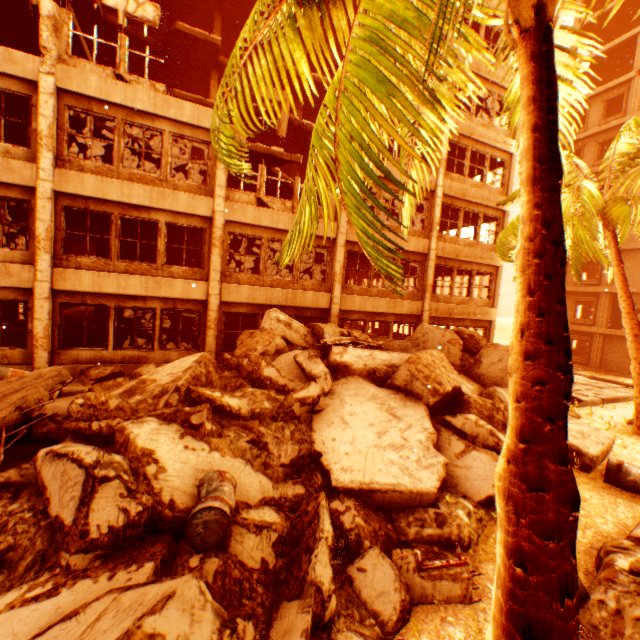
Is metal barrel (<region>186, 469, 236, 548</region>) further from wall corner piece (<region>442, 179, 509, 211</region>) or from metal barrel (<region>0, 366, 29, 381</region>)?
wall corner piece (<region>442, 179, 509, 211</region>)

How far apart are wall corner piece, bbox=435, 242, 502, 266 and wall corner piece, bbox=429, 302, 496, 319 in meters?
2.2

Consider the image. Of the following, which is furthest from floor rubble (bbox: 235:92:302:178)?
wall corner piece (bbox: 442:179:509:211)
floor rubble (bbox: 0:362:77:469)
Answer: floor rubble (bbox: 0:362:77:469)

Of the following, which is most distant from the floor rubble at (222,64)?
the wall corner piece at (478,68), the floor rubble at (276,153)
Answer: the wall corner piece at (478,68)

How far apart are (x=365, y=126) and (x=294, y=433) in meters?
6.2

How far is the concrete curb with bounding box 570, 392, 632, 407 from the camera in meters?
12.6

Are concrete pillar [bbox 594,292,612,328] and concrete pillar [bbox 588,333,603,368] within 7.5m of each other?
yes

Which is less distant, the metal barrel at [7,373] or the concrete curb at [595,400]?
the metal barrel at [7,373]
